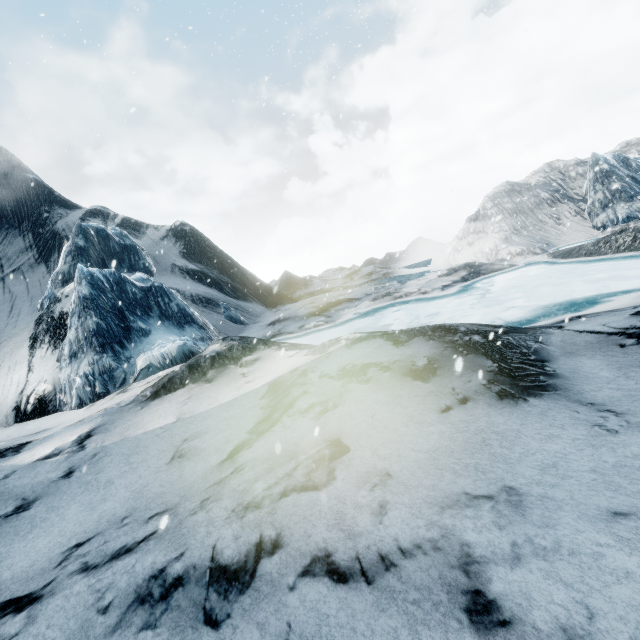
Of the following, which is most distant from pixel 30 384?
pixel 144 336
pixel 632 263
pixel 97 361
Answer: pixel 632 263
